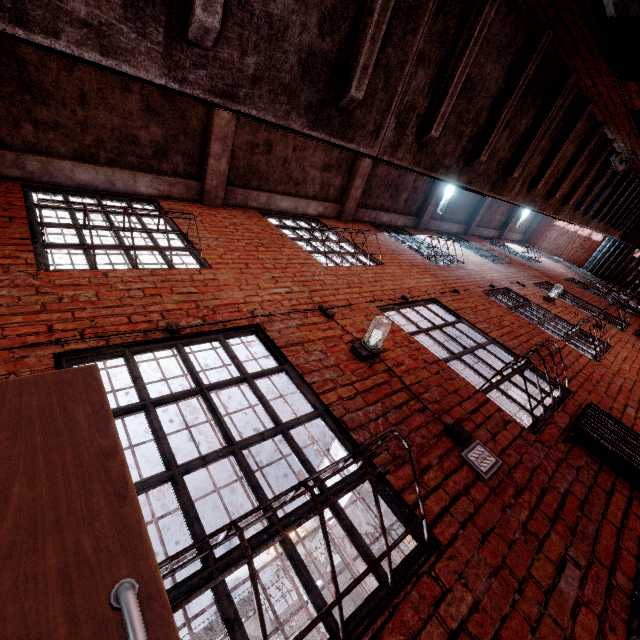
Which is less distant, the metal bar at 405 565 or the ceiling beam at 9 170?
the metal bar at 405 565

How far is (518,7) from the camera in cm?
262

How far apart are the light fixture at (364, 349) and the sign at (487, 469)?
0.9m

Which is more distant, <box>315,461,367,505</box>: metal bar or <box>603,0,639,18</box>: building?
<box>603,0,639,18</box>: building

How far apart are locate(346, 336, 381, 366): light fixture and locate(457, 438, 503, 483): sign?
0.9 meters

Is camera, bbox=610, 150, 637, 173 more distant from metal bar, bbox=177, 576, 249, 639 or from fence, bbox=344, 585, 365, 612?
fence, bbox=344, 585, 365, 612

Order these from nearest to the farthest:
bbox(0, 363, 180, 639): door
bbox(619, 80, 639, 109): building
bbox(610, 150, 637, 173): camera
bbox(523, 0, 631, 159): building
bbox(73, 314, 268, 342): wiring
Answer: bbox(0, 363, 180, 639): door, bbox(73, 314, 268, 342): wiring, bbox(523, 0, 631, 159): building, bbox(619, 80, 639, 109): building, bbox(610, 150, 637, 173): camera

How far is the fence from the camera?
22.3m
